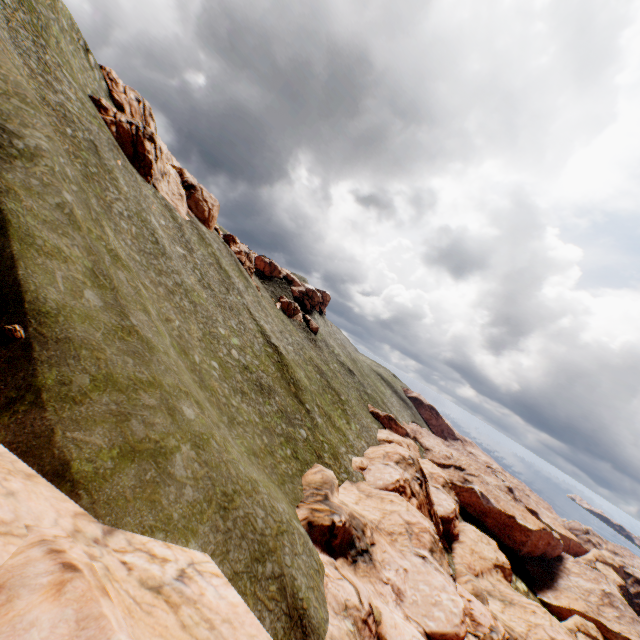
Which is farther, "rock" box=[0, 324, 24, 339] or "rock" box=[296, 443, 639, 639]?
"rock" box=[296, 443, 639, 639]

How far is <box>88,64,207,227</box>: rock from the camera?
43.56m

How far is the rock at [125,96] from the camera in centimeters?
4356cm

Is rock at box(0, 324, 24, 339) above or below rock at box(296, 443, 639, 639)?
above

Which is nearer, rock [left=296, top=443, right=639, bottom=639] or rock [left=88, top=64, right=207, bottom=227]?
rock [left=296, top=443, right=639, bottom=639]

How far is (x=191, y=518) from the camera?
14.0 meters

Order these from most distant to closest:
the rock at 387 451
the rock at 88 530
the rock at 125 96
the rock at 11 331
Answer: the rock at 125 96, the rock at 387 451, the rock at 11 331, the rock at 88 530

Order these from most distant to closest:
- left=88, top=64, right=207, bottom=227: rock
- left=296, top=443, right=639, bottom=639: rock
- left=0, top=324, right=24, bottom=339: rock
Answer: left=88, top=64, right=207, bottom=227: rock
left=296, top=443, right=639, bottom=639: rock
left=0, top=324, right=24, bottom=339: rock
